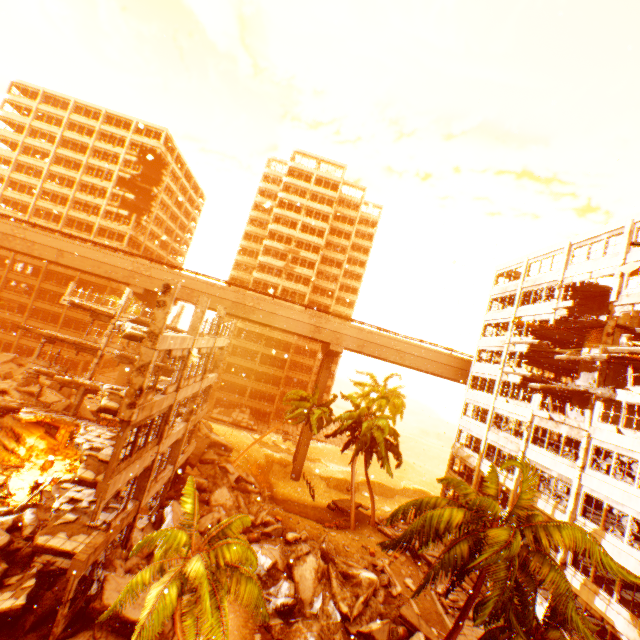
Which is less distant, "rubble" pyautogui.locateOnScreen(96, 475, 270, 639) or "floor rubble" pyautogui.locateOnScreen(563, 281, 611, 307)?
"rubble" pyautogui.locateOnScreen(96, 475, 270, 639)

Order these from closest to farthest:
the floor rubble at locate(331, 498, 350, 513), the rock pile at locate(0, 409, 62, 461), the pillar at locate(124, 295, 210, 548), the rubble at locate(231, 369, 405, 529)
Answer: the pillar at locate(124, 295, 210, 548) < the rock pile at locate(0, 409, 62, 461) < the rubble at locate(231, 369, 405, 529) < the floor rubble at locate(331, 498, 350, 513)

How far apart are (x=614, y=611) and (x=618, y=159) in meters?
22.9

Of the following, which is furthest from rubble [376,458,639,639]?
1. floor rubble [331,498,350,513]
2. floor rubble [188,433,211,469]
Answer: floor rubble [188,433,211,469]

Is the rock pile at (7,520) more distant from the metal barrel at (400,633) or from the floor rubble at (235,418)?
the floor rubble at (235,418)

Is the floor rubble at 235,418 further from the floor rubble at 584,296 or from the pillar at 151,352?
the pillar at 151,352

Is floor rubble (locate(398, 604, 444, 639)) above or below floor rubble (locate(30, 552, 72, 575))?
below

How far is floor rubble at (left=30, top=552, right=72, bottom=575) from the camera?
15.24m
